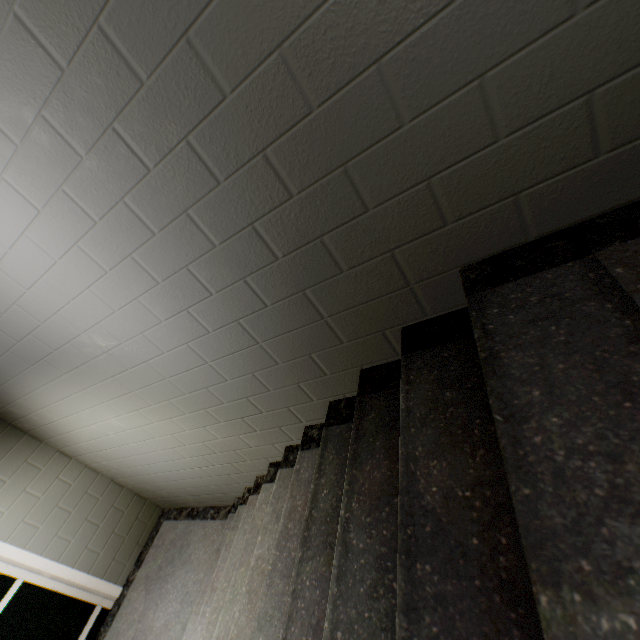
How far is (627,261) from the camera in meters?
0.8 m
